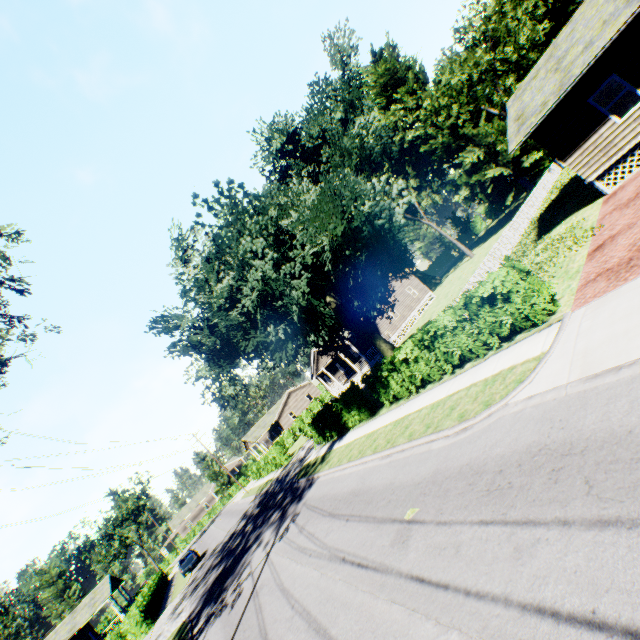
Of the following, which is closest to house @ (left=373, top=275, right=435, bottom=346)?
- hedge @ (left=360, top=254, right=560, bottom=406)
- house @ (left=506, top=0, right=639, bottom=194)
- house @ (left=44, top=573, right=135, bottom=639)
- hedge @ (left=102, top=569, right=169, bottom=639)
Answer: hedge @ (left=360, top=254, right=560, bottom=406)

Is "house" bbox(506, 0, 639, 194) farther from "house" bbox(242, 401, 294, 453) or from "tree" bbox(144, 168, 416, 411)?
"house" bbox(242, 401, 294, 453)

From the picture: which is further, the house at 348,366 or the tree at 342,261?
the house at 348,366

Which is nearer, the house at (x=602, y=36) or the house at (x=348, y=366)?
the house at (x=602, y=36)

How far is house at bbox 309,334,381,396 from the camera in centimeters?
3373cm

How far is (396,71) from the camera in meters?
37.0 m

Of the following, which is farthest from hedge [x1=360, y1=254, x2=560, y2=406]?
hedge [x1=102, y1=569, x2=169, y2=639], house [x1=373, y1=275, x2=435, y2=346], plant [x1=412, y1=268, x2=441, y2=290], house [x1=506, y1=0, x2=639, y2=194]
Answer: plant [x1=412, y1=268, x2=441, y2=290]

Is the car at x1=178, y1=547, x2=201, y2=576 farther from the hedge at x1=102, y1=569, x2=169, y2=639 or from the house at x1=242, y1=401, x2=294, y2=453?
the house at x1=242, y1=401, x2=294, y2=453
